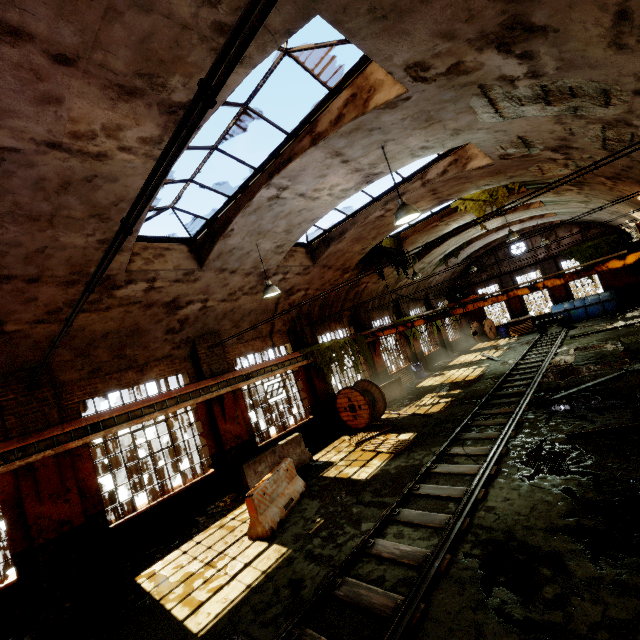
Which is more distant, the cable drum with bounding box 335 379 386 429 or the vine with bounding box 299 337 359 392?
the vine with bounding box 299 337 359 392

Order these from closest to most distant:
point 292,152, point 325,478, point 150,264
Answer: point 292,152
point 150,264
point 325,478

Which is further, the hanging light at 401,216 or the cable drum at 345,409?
the cable drum at 345,409

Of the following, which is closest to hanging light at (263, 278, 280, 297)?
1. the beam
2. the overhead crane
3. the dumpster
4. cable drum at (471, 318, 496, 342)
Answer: the beam

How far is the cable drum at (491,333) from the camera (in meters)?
27.33

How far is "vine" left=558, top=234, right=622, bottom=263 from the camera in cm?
2236

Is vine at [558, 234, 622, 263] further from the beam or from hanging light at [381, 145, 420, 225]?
the beam

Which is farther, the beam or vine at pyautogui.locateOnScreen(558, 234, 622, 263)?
vine at pyautogui.locateOnScreen(558, 234, 622, 263)
